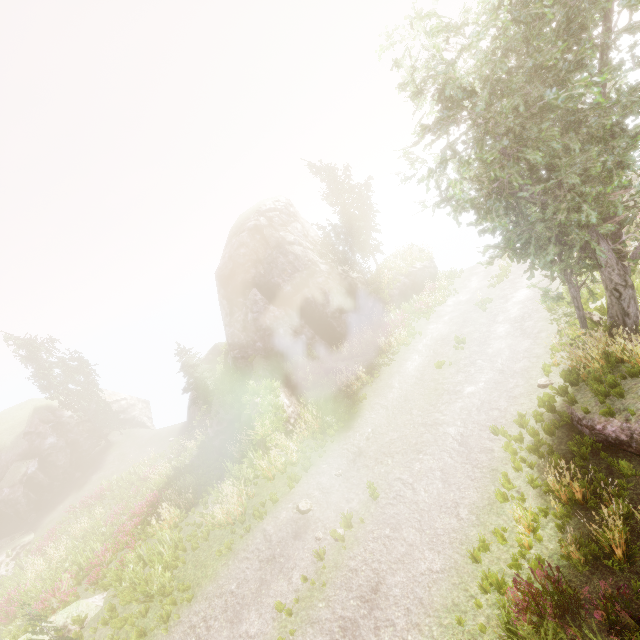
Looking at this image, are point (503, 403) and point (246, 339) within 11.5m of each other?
no

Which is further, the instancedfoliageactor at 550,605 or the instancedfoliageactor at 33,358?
the instancedfoliageactor at 33,358

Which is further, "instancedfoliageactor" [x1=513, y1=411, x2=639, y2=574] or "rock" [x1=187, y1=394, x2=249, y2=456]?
"rock" [x1=187, y1=394, x2=249, y2=456]

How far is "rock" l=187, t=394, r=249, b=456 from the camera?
19.4m

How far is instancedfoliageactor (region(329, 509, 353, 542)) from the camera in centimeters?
918cm

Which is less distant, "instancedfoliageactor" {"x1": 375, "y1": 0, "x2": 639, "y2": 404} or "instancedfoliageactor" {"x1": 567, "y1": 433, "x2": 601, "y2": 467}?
"instancedfoliageactor" {"x1": 375, "y1": 0, "x2": 639, "y2": 404}

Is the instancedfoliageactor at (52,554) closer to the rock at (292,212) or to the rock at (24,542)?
the rock at (292,212)

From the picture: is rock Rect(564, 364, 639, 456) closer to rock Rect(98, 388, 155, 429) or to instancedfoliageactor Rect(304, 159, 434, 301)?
instancedfoliageactor Rect(304, 159, 434, 301)
